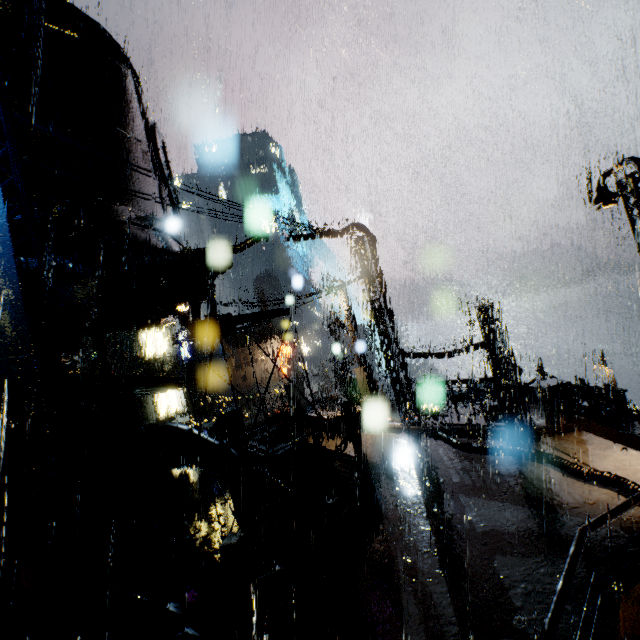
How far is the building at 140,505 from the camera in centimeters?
707cm

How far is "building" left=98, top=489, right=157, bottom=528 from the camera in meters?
7.1 m

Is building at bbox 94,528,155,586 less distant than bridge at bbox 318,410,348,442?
Yes

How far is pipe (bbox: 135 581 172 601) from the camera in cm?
680

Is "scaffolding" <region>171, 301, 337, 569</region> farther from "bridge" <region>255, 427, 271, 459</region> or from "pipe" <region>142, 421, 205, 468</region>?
"bridge" <region>255, 427, 271, 459</region>

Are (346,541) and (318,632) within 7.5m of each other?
yes
